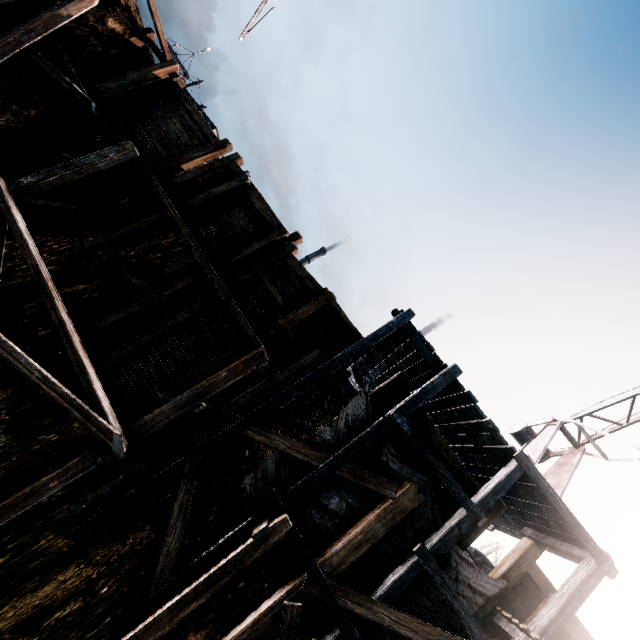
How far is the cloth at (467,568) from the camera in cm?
839

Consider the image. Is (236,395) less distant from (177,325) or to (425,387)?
(177,325)

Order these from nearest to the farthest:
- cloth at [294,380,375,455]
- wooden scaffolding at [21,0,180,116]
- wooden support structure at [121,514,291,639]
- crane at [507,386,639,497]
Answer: wooden support structure at [121,514,291,639] → cloth at [294,380,375,455] → wooden scaffolding at [21,0,180,116] → crane at [507,386,639,497]

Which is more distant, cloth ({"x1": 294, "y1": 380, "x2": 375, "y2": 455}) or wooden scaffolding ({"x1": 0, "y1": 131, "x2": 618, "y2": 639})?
cloth ({"x1": 294, "y1": 380, "x2": 375, "y2": 455})

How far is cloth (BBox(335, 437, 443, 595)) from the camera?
8.2m

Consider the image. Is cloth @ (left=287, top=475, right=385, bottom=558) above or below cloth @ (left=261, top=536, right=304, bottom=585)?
above

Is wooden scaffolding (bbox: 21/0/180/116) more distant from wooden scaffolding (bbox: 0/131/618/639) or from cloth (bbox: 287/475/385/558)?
cloth (bbox: 287/475/385/558)

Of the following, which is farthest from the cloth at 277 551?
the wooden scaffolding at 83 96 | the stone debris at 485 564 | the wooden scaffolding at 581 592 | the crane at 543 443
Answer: the wooden scaffolding at 83 96
